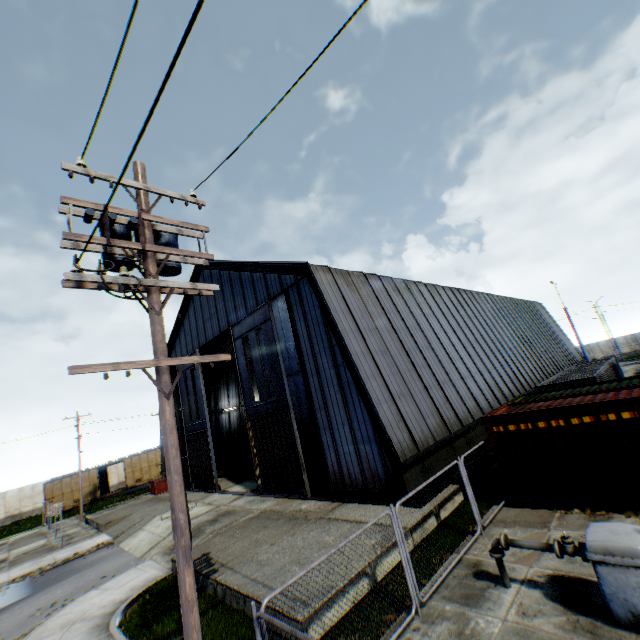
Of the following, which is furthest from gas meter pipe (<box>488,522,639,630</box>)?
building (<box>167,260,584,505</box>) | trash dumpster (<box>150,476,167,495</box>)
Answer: trash dumpster (<box>150,476,167,495</box>)

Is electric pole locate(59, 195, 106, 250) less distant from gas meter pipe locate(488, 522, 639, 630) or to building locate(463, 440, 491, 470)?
gas meter pipe locate(488, 522, 639, 630)

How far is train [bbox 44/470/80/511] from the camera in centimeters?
3494cm

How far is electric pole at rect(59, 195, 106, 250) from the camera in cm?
487

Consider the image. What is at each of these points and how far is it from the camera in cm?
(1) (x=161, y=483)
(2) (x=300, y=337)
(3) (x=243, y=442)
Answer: (1) trash dumpster, 2805
(2) building, 1661
(3) storage container, 3030

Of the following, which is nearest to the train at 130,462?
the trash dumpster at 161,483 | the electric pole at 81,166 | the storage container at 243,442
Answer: the trash dumpster at 161,483

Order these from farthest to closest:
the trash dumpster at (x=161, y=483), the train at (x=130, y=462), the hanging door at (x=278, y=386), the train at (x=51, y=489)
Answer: the train at (x=130, y=462), the train at (x=51, y=489), the trash dumpster at (x=161, y=483), the hanging door at (x=278, y=386)

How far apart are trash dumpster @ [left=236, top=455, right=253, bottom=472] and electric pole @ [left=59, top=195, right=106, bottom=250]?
25.65m
